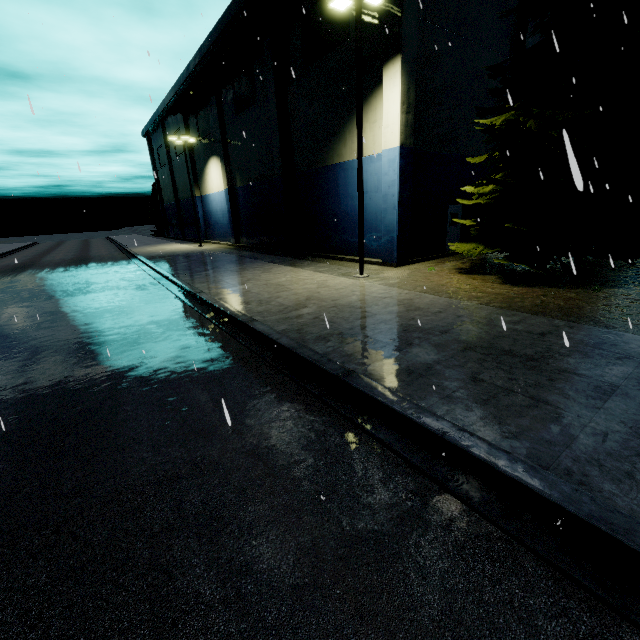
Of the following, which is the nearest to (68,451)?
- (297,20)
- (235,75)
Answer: (297,20)

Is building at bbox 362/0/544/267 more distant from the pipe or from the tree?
the tree

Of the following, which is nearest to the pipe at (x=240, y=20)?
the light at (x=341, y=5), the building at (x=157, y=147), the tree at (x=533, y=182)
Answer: the building at (x=157, y=147)

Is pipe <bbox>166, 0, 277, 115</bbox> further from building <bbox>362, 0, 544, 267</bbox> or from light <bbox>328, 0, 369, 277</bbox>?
light <bbox>328, 0, 369, 277</bbox>

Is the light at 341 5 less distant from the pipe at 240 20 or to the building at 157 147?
the building at 157 147

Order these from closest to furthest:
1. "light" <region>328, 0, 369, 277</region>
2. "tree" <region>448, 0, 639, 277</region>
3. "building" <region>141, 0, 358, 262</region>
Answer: "tree" <region>448, 0, 639, 277</region>
"light" <region>328, 0, 369, 277</region>
"building" <region>141, 0, 358, 262</region>

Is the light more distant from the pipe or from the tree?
the tree
